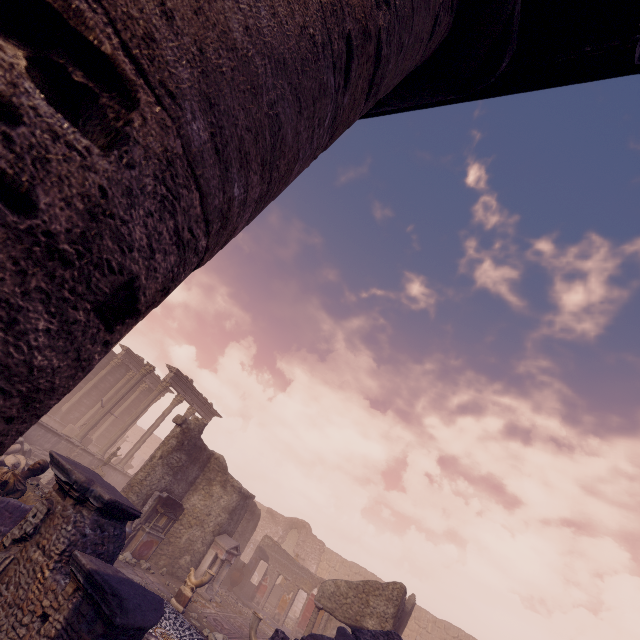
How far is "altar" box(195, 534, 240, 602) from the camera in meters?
13.3 m

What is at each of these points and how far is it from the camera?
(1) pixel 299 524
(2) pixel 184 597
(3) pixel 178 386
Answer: (1) wall arch, 31.5 meters
(2) sculpture, 10.4 meters
(3) entablature, 22.6 meters

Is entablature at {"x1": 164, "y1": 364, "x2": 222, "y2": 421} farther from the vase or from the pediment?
the pediment

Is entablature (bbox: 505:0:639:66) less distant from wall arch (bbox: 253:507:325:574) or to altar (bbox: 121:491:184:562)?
altar (bbox: 121:491:184:562)

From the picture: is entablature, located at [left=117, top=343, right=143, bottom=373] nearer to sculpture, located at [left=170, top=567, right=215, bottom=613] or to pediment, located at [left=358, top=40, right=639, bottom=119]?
sculpture, located at [left=170, top=567, right=215, bottom=613]

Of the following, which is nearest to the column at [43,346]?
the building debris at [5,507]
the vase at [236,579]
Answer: the building debris at [5,507]

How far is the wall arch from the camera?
28.89m

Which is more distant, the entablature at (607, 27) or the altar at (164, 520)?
the altar at (164, 520)
